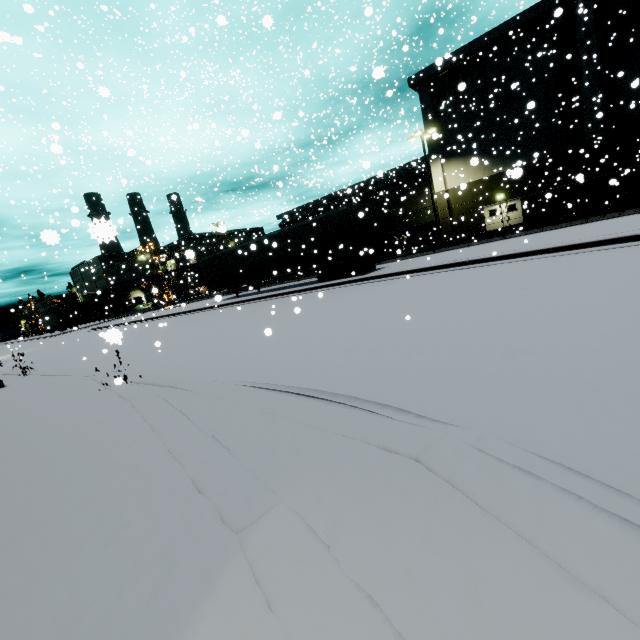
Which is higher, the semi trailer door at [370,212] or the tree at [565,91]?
the tree at [565,91]

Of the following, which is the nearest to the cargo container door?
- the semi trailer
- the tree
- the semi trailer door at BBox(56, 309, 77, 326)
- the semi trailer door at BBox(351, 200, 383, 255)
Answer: the tree

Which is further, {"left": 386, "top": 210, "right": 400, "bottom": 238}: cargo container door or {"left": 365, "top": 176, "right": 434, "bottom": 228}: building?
{"left": 365, "top": 176, "right": 434, "bottom": 228}: building

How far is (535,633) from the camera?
1.06m

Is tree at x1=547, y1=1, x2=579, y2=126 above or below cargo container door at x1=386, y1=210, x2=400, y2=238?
above

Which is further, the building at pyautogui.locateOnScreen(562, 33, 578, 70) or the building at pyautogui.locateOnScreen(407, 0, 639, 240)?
the building at pyautogui.locateOnScreen(562, 33, 578, 70)

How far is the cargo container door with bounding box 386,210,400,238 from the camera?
28.5m

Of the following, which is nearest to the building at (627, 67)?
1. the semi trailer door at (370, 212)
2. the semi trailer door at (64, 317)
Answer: the semi trailer door at (370, 212)
